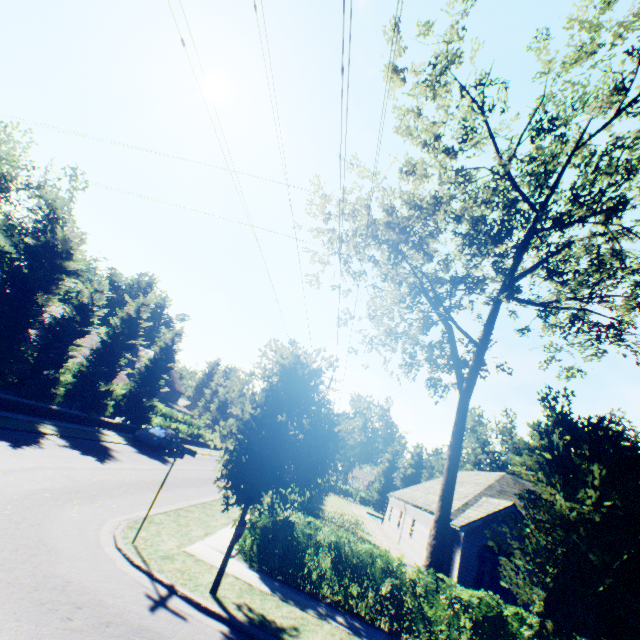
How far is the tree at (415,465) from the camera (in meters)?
58.03

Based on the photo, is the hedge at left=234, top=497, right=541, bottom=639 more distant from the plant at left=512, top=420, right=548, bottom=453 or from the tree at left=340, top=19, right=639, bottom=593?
the plant at left=512, top=420, right=548, bottom=453

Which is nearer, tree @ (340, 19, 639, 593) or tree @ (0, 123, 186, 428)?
tree @ (340, 19, 639, 593)

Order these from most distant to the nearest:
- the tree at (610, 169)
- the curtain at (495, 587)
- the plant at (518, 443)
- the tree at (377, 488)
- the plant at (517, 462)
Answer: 1. the tree at (377, 488)
2. the plant at (518, 443)
3. the plant at (517, 462)
4. the curtain at (495, 587)
5. the tree at (610, 169)

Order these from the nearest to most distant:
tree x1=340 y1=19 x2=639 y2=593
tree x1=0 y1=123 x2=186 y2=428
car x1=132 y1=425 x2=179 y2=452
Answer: tree x1=340 y1=19 x2=639 y2=593
tree x1=0 y1=123 x2=186 y2=428
car x1=132 y1=425 x2=179 y2=452

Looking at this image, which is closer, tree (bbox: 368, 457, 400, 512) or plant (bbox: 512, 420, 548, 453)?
plant (bbox: 512, 420, 548, 453)

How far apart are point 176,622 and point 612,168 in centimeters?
1834cm

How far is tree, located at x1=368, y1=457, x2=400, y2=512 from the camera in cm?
5704
